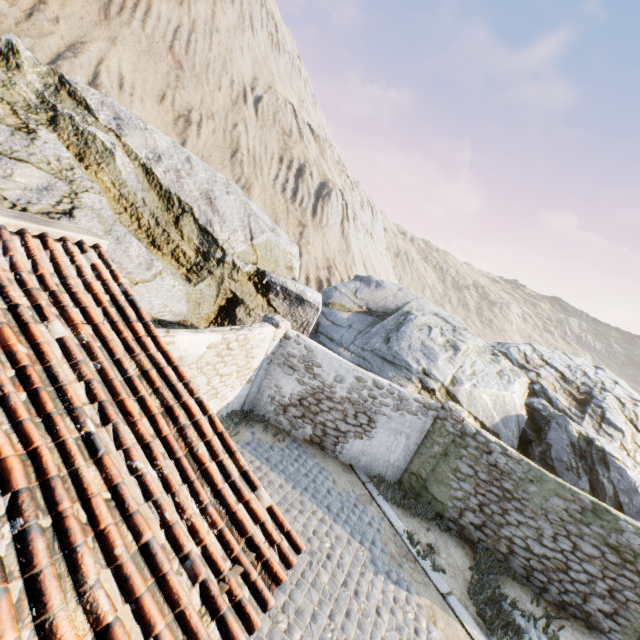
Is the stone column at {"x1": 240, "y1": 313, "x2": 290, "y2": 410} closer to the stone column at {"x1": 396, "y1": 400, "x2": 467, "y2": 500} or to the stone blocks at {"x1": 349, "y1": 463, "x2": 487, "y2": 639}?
the stone blocks at {"x1": 349, "y1": 463, "x2": 487, "y2": 639}

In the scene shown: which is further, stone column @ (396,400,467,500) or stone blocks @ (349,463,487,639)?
stone column @ (396,400,467,500)

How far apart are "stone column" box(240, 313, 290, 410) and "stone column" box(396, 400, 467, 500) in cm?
504

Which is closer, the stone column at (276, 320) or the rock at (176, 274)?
the rock at (176, 274)

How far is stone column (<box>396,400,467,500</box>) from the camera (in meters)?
9.28

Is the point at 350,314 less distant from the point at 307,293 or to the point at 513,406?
the point at 307,293

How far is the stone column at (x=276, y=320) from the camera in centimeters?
973cm

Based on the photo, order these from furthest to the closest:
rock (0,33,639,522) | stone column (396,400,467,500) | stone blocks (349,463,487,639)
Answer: stone column (396,400,467,500) → rock (0,33,639,522) → stone blocks (349,463,487,639)
